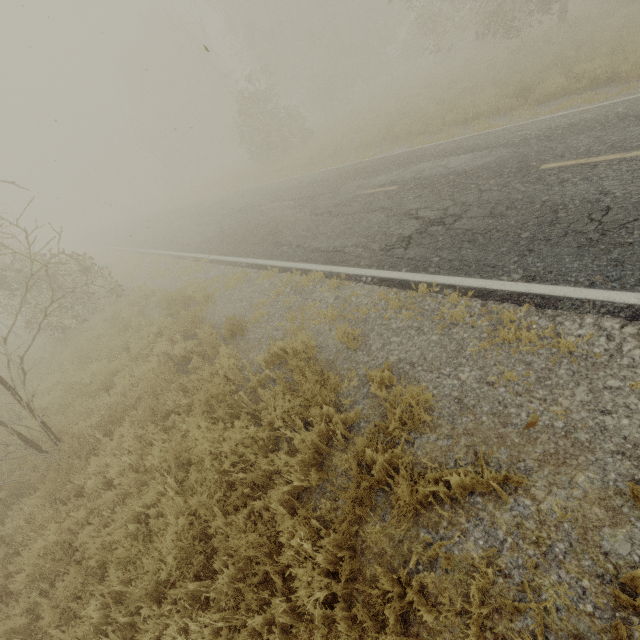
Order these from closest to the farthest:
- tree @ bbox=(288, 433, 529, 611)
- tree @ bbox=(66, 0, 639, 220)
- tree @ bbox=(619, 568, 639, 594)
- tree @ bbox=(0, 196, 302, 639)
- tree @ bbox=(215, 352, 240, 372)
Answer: tree @ bbox=(619, 568, 639, 594) → tree @ bbox=(288, 433, 529, 611) → tree @ bbox=(0, 196, 302, 639) → tree @ bbox=(215, 352, 240, 372) → tree @ bbox=(66, 0, 639, 220)

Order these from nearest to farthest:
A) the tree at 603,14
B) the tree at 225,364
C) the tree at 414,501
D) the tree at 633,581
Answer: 1. the tree at 633,581
2. the tree at 414,501
3. the tree at 225,364
4. the tree at 603,14

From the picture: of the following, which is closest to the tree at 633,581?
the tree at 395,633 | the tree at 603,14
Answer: the tree at 395,633

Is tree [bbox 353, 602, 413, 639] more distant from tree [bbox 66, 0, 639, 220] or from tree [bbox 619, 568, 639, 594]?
tree [bbox 66, 0, 639, 220]

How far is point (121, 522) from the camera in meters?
4.3 m

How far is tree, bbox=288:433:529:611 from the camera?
2.75m

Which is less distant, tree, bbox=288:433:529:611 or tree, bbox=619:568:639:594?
tree, bbox=619:568:639:594
